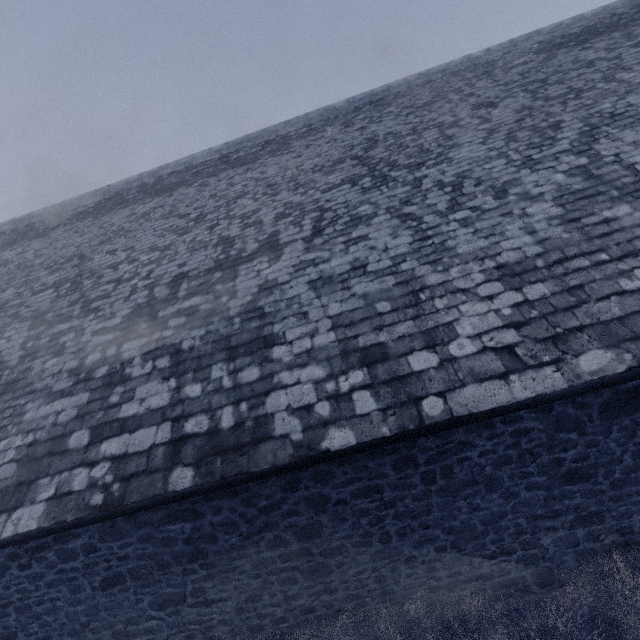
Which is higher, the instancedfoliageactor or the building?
the building

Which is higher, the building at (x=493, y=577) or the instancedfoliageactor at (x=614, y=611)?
the building at (x=493, y=577)

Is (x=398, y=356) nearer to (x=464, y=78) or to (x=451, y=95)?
(x=451, y=95)
